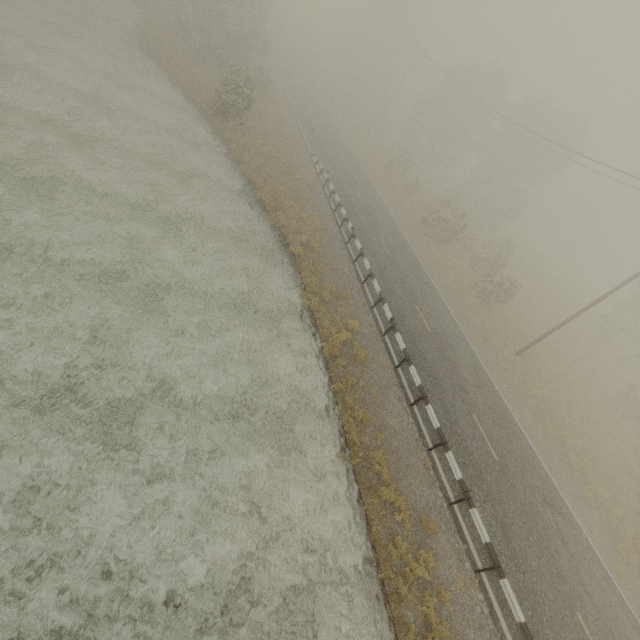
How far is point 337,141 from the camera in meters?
38.2 m
